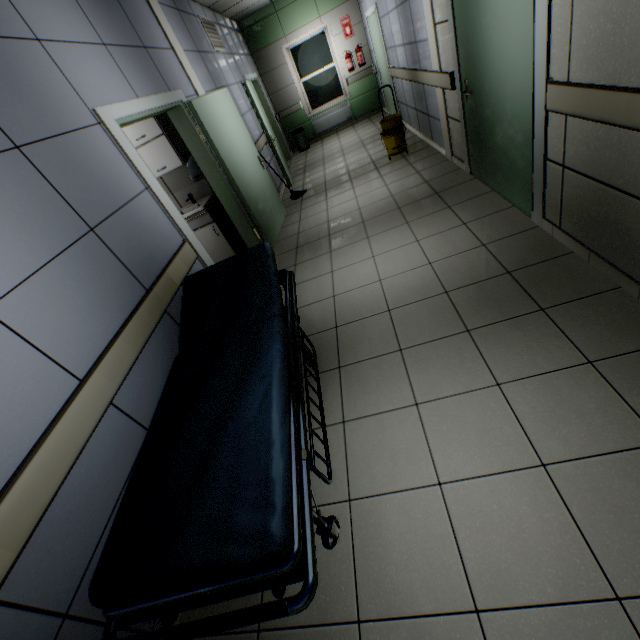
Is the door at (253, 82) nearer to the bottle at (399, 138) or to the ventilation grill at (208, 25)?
the ventilation grill at (208, 25)

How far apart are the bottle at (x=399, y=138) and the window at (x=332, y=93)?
4.3m

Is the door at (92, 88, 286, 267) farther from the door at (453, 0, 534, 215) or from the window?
the window

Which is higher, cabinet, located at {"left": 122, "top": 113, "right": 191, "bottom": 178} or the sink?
cabinet, located at {"left": 122, "top": 113, "right": 191, "bottom": 178}

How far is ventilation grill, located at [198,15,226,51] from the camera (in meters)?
5.42

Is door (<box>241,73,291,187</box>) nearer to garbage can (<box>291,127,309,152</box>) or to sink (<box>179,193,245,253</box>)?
garbage can (<box>291,127,309,152</box>)

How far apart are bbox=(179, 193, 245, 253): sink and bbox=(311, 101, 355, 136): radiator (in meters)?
6.46

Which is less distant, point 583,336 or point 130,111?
point 583,336
